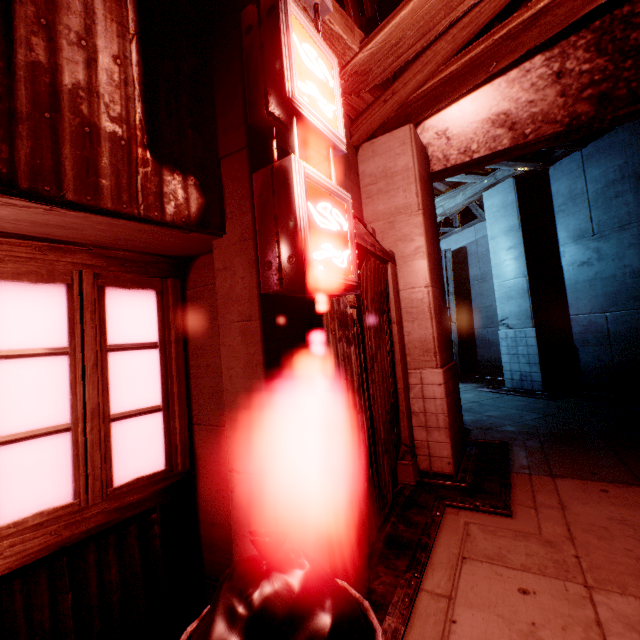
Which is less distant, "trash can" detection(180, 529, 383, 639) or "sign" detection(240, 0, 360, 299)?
"trash can" detection(180, 529, 383, 639)

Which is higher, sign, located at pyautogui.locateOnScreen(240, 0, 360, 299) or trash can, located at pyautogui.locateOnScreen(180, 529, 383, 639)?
sign, located at pyautogui.locateOnScreen(240, 0, 360, 299)

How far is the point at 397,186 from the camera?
4.6m

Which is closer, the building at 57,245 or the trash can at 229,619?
the trash can at 229,619

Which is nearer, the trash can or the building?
the trash can

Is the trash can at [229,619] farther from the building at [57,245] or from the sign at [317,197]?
the sign at [317,197]

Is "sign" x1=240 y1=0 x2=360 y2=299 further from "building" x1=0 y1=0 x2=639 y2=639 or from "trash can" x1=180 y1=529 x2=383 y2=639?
"trash can" x1=180 y1=529 x2=383 y2=639
